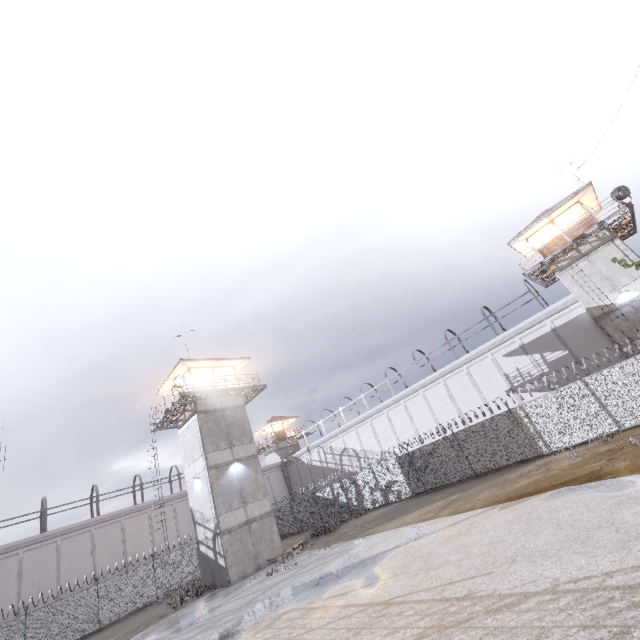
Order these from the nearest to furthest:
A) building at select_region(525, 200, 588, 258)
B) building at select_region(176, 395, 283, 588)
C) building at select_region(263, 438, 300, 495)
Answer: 1. building at select_region(176, 395, 283, 588)
2. building at select_region(525, 200, 588, 258)
3. building at select_region(263, 438, 300, 495)

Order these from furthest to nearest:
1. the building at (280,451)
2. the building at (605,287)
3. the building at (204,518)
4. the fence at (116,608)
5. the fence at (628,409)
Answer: the building at (280,451) → the fence at (116,608) → the building at (605,287) → the building at (204,518) → the fence at (628,409)

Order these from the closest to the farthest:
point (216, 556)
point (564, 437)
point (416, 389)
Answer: point (564, 437)
point (216, 556)
point (416, 389)

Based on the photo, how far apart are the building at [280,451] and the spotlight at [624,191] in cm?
4512

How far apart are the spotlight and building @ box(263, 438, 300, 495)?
45.1 meters

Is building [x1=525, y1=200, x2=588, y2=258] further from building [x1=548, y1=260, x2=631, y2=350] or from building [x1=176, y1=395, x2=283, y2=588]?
building [x1=176, y1=395, x2=283, y2=588]

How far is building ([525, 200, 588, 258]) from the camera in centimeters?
2361cm

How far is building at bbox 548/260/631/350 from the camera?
21.3m
